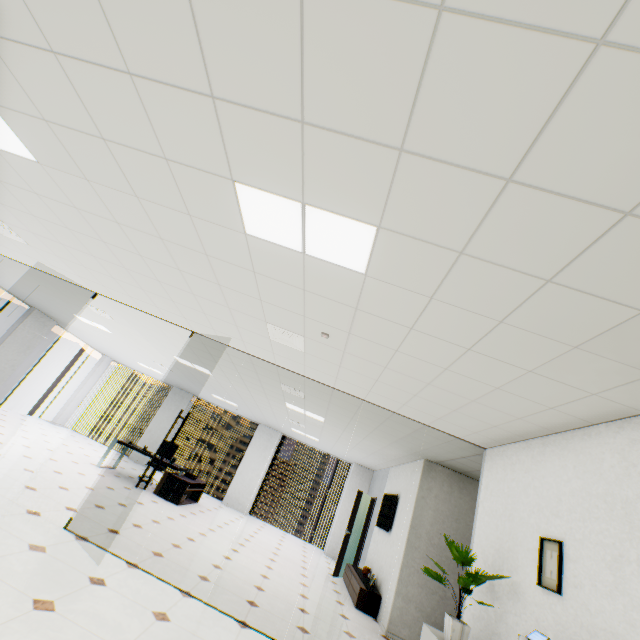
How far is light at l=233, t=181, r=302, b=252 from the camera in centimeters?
208cm

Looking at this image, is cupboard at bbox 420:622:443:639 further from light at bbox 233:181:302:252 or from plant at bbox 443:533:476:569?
light at bbox 233:181:302:252

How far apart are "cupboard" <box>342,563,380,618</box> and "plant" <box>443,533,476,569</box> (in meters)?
3.69

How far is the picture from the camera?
2.72m

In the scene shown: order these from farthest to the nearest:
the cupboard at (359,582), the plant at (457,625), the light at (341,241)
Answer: the cupboard at (359,582), the plant at (457,625), the light at (341,241)

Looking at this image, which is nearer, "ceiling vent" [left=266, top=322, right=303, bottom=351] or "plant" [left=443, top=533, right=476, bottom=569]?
"plant" [left=443, top=533, right=476, bottom=569]

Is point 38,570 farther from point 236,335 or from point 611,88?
point 611,88

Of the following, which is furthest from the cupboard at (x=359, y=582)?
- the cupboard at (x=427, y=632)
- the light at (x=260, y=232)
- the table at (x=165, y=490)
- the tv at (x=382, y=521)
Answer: the light at (x=260, y=232)
